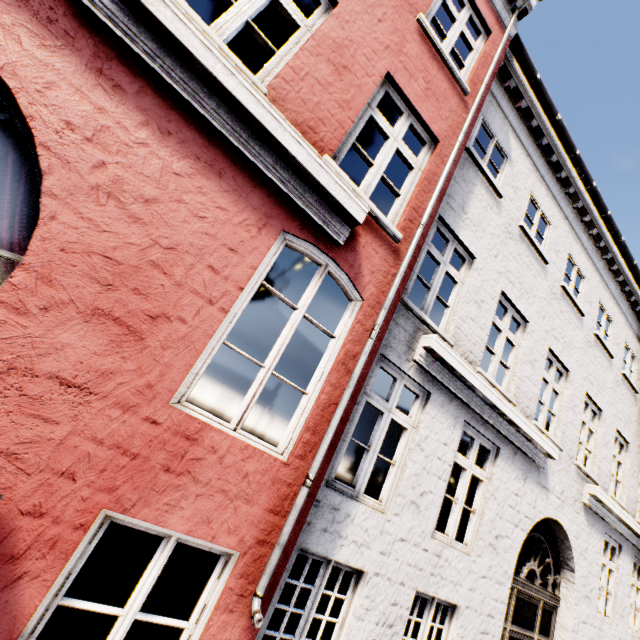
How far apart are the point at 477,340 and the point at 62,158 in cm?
558
